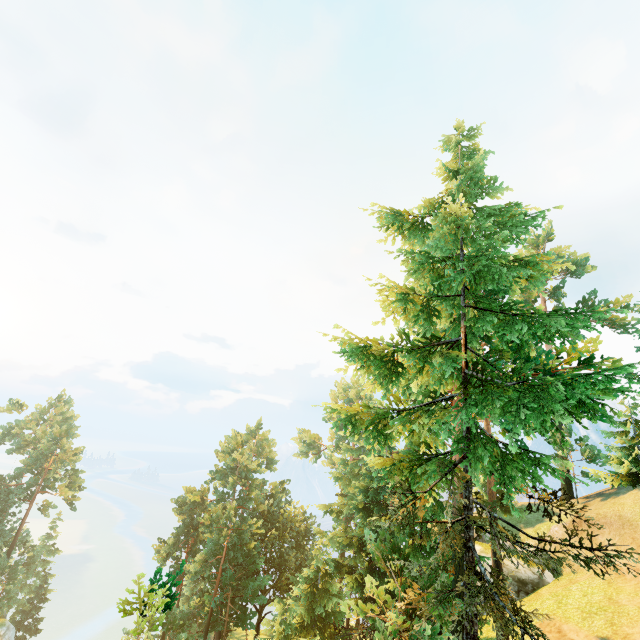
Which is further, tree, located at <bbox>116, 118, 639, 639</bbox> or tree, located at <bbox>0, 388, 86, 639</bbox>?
tree, located at <bbox>0, 388, 86, 639</bbox>

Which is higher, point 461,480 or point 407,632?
A: point 461,480

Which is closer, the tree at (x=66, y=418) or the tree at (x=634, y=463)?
the tree at (x=634, y=463)
